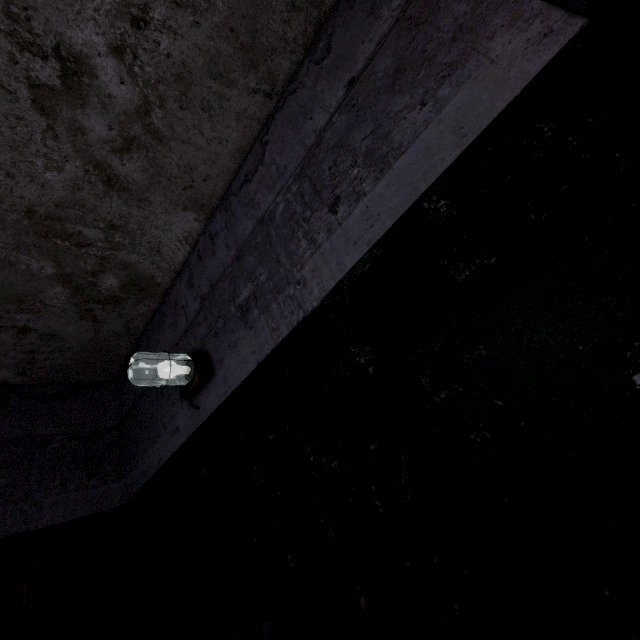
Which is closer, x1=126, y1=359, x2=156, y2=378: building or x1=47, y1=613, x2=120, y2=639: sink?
x1=47, y1=613, x2=120, y2=639: sink

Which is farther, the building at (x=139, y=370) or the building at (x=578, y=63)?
the building at (x=139, y=370)

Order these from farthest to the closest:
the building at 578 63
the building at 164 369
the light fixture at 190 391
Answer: the building at 164 369 < the light fixture at 190 391 < the building at 578 63

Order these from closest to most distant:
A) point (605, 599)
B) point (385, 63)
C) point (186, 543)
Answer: point (605, 599) < point (385, 63) < point (186, 543)

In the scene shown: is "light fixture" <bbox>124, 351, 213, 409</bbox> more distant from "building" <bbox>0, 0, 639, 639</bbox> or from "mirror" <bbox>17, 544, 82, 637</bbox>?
"mirror" <bbox>17, 544, 82, 637</bbox>
